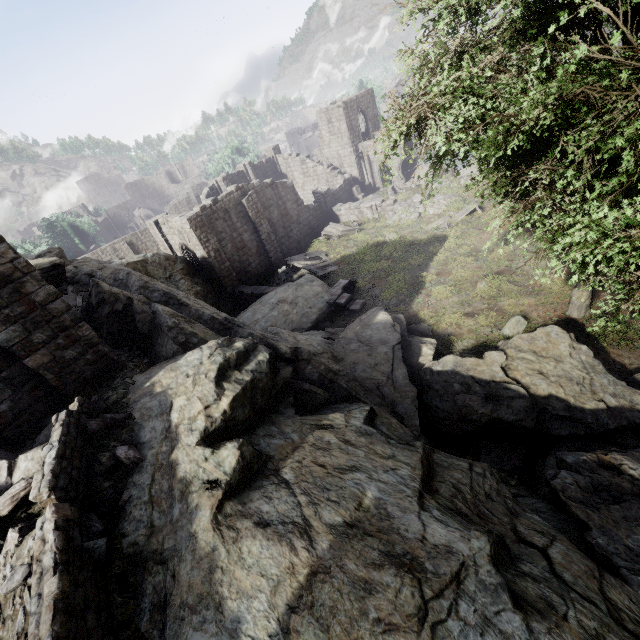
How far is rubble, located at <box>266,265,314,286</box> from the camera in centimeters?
2458cm

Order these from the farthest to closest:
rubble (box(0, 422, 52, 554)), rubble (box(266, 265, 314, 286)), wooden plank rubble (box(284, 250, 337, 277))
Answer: rubble (box(266, 265, 314, 286)) < wooden plank rubble (box(284, 250, 337, 277)) < rubble (box(0, 422, 52, 554))

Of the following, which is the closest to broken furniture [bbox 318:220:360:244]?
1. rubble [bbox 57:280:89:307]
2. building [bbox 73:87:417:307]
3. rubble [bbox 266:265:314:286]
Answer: building [bbox 73:87:417:307]

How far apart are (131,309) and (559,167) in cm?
1127

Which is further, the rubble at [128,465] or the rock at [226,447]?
the rubble at [128,465]

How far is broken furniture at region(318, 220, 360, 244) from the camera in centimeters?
2842cm

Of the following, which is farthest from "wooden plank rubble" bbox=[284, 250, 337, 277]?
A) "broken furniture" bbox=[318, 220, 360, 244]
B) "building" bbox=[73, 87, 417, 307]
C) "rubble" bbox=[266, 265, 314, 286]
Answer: "building" bbox=[73, 87, 417, 307]

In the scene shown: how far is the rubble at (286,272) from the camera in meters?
24.6
